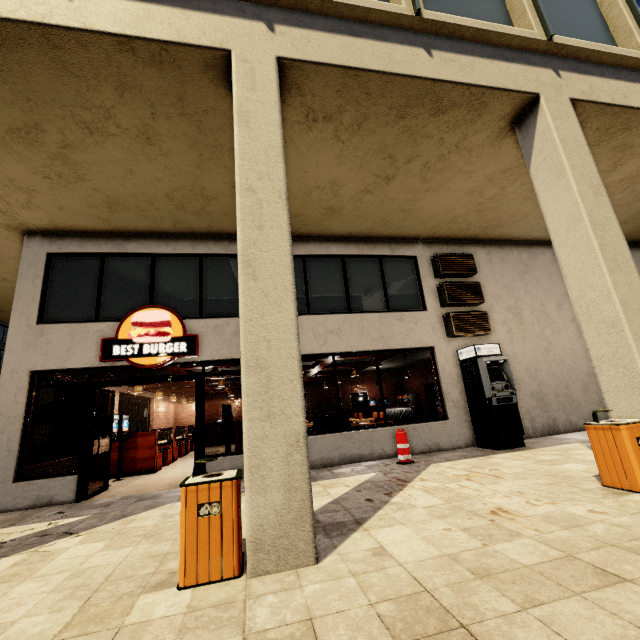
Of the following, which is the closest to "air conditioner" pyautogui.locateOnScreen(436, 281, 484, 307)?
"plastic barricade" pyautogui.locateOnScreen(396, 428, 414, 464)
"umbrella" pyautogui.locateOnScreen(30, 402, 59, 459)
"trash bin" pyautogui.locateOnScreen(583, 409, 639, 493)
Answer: "plastic barricade" pyautogui.locateOnScreen(396, 428, 414, 464)

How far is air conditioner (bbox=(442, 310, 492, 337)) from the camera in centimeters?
880cm

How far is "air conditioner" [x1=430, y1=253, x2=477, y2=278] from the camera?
9.3 meters

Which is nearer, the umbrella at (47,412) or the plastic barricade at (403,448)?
the plastic barricade at (403,448)

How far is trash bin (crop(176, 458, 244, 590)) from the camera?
2.7 meters

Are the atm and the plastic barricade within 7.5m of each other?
yes

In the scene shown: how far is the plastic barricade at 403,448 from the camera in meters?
6.9 m

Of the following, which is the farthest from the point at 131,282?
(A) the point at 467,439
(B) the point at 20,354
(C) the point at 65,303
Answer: (A) the point at 467,439
